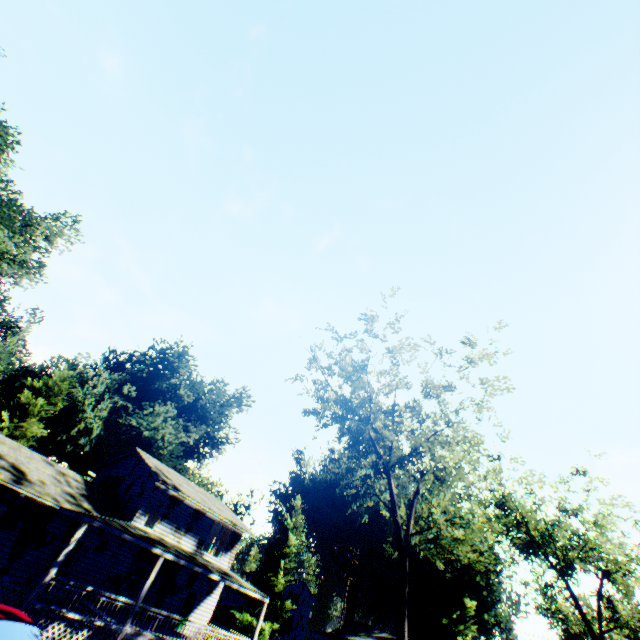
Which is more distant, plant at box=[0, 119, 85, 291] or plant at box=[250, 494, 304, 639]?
plant at box=[250, 494, 304, 639]

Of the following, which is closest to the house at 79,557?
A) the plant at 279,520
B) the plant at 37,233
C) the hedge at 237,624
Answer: the plant at 37,233

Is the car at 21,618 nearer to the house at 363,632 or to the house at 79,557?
the house at 79,557

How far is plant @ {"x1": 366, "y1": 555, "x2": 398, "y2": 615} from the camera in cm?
5750

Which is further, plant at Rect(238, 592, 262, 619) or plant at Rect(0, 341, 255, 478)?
plant at Rect(238, 592, 262, 619)

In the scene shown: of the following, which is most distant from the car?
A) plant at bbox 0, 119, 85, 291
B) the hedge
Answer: the hedge

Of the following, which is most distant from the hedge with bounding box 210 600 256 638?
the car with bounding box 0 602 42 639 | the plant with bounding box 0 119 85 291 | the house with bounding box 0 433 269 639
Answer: the car with bounding box 0 602 42 639

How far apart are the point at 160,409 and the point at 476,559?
56.1 meters
